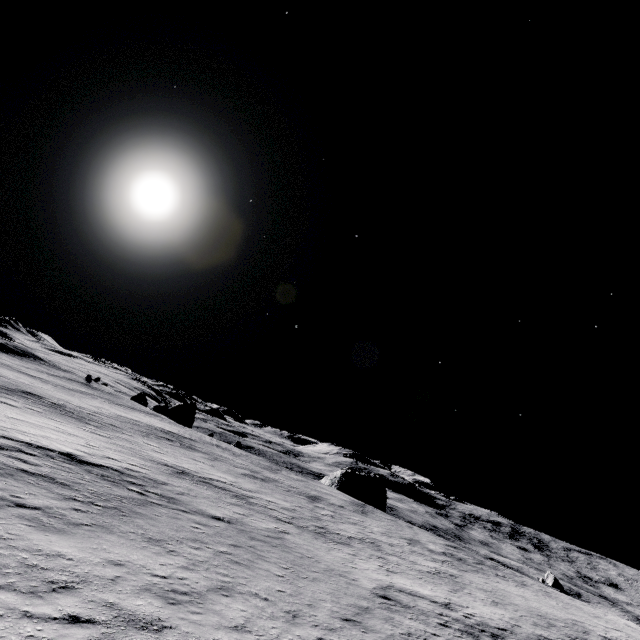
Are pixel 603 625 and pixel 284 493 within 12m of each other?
no
